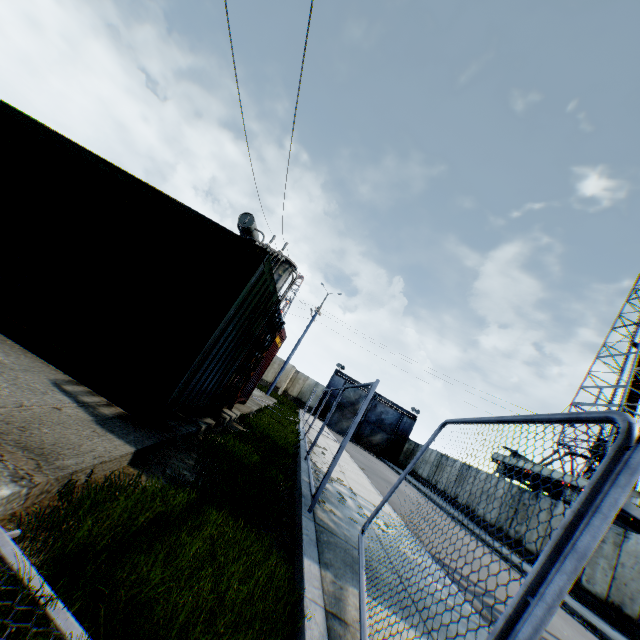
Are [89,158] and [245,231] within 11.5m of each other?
yes

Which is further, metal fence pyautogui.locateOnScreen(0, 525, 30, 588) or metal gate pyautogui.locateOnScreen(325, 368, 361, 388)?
metal gate pyautogui.locateOnScreen(325, 368, 361, 388)

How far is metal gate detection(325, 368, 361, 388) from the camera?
37.88m

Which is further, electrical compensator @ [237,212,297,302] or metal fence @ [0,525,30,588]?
electrical compensator @ [237,212,297,302]

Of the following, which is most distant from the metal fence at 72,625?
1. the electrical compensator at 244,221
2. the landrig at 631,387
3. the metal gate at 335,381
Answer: the landrig at 631,387

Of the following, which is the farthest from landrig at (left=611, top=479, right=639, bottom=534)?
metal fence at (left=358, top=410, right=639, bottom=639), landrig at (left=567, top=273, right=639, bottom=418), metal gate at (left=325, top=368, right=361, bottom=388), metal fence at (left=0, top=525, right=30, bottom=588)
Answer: metal fence at (left=0, top=525, right=30, bottom=588)

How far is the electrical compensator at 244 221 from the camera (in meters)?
14.98
